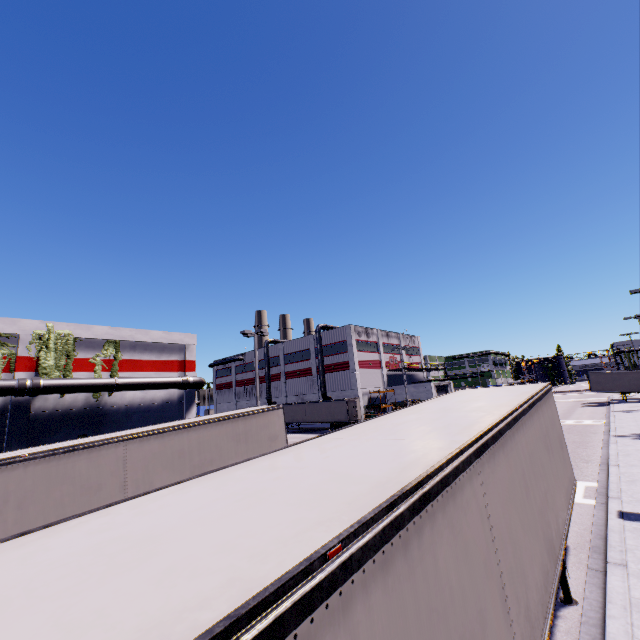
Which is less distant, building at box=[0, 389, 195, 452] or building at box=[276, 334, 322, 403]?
building at box=[0, 389, 195, 452]

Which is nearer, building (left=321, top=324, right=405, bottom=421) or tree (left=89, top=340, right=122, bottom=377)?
tree (left=89, top=340, right=122, bottom=377)

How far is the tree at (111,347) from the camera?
23.5 meters

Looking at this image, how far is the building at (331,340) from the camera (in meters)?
49.44

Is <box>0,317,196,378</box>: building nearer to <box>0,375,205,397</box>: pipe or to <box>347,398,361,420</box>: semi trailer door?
<box>0,375,205,397</box>: pipe

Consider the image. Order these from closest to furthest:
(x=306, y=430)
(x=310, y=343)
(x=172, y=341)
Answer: (x=172, y=341), (x=306, y=430), (x=310, y=343)

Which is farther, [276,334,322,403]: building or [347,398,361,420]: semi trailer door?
[276,334,322,403]: building
